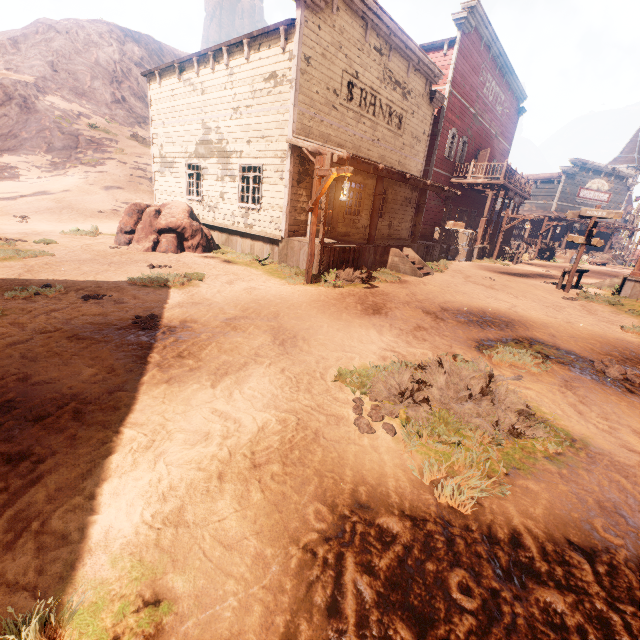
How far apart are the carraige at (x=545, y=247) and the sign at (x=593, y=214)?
15.6 meters

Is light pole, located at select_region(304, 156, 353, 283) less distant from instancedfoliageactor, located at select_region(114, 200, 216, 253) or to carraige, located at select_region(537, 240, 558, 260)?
instancedfoliageactor, located at select_region(114, 200, 216, 253)

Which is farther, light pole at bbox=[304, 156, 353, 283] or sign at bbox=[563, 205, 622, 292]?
sign at bbox=[563, 205, 622, 292]

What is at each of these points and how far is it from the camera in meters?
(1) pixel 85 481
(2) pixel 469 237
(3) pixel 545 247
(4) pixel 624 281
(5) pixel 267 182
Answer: (1) z, 2.4 m
(2) wooden box, 19.1 m
(3) carraige, 26.4 m
(4) building, 14.5 m
(5) building, 11.4 m

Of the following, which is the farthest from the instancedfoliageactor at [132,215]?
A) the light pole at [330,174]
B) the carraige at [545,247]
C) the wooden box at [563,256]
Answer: the wooden box at [563,256]

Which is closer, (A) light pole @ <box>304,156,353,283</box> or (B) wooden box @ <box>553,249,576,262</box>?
(A) light pole @ <box>304,156,353,283</box>

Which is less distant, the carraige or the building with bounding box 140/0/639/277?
the building with bounding box 140/0/639/277

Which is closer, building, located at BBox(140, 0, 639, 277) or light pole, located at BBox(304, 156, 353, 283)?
light pole, located at BBox(304, 156, 353, 283)
